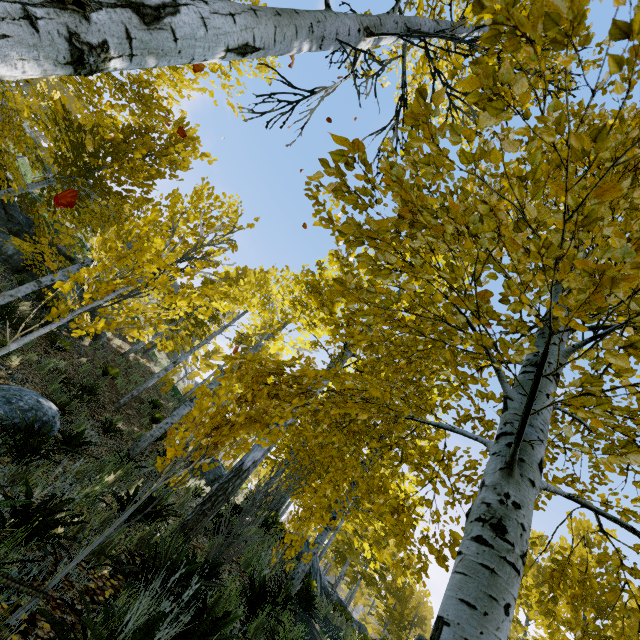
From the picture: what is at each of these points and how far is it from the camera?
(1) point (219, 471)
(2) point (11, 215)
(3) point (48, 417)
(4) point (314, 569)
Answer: (1) rock, 13.5m
(2) rock, 11.5m
(3) rock, 5.7m
(4) rock, 12.8m

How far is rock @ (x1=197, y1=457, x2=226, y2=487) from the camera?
12.5 meters

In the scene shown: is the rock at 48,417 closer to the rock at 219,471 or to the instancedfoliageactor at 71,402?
the instancedfoliageactor at 71,402

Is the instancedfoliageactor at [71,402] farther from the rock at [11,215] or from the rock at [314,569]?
the rock at [11,215]

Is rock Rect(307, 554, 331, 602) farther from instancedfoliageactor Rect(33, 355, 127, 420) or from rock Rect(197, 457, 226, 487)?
rock Rect(197, 457, 226, 487)

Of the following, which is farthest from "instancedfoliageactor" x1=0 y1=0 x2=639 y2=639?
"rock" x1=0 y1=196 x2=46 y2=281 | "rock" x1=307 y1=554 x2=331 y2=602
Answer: "rock" x1=0 y1=196 x2=46 y2=281

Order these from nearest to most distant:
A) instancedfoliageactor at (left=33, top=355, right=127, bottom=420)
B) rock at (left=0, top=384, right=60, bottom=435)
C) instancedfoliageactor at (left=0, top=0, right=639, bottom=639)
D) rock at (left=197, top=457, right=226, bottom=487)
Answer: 1. instancedfoliageactor at (left=0, top=0, right=639, bottom=639)
2. rock at (left=0, top=384, right=60, bottom=435)
3. instancedfoliageactor at (left=33, top=355, right=127, bottom=420)
4. rock at (left=197, top=457, right=226, bottom=487)

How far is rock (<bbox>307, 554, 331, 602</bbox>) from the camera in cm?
1251
